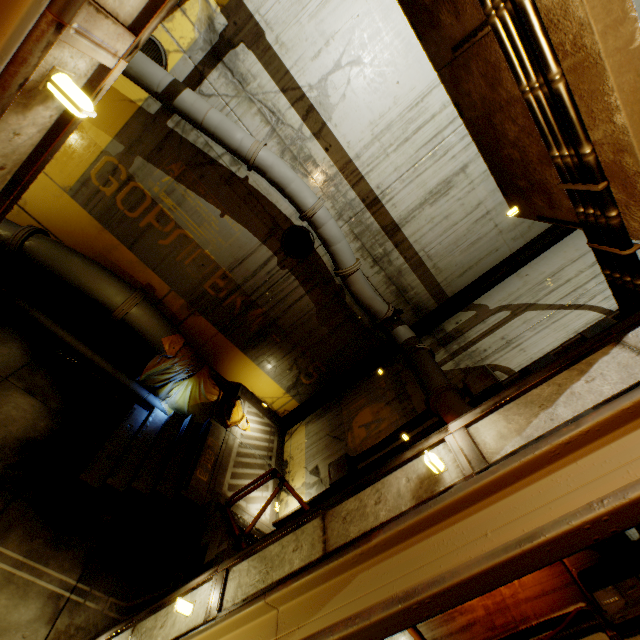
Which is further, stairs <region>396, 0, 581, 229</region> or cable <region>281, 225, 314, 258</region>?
cable <region>281, 225, 314, 258</region>

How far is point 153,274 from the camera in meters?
8.2 m

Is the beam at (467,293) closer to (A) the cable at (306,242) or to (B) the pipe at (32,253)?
(B) the pipe at (32,253)

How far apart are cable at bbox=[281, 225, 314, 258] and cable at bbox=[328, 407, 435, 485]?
4.5 meters

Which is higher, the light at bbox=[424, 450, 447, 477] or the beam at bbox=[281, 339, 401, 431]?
the light at bbox=[424, 450, 447, 477]

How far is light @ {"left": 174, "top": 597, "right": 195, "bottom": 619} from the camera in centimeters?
340cm

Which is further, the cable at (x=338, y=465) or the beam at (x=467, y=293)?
the beam at (x=467, y=293)

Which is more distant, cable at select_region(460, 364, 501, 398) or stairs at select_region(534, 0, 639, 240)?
cable at select_region(460, 364, 501, 398)
